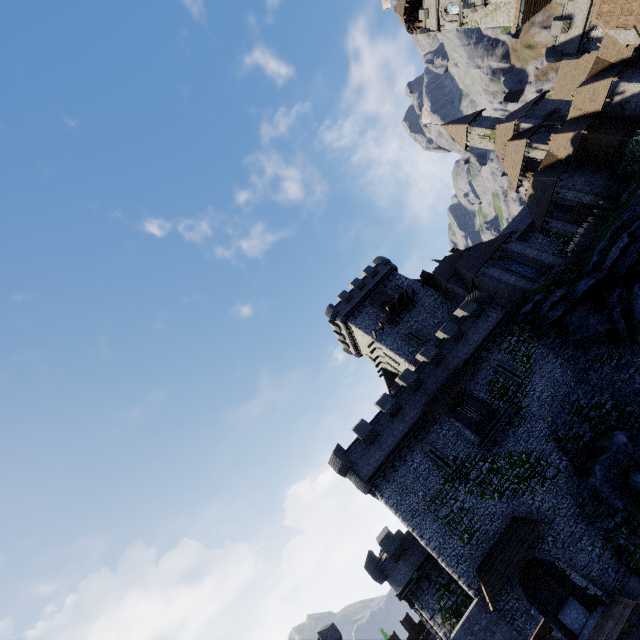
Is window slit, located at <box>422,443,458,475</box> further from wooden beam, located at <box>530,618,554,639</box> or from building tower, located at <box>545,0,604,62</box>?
building tower, located at <box>545,0,604,62</box>

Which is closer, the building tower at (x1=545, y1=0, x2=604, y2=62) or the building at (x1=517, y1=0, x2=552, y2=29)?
the building tower at (x1=545, y1=0, x2=604, y2=62)

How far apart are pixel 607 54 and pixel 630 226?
19.58m

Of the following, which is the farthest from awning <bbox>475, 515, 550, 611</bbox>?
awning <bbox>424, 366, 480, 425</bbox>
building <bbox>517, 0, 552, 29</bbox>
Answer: building <bbox>517, 0, 552, 29</bbox>

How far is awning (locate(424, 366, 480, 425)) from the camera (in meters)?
25.64

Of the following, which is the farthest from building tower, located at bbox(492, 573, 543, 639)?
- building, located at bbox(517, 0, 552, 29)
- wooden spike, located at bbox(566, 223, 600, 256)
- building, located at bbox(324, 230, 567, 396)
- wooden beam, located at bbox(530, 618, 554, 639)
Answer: building, located at bbox(517, 0, 552, 29)

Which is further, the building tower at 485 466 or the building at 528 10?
the building at 528 10

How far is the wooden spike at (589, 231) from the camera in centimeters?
2893cm
